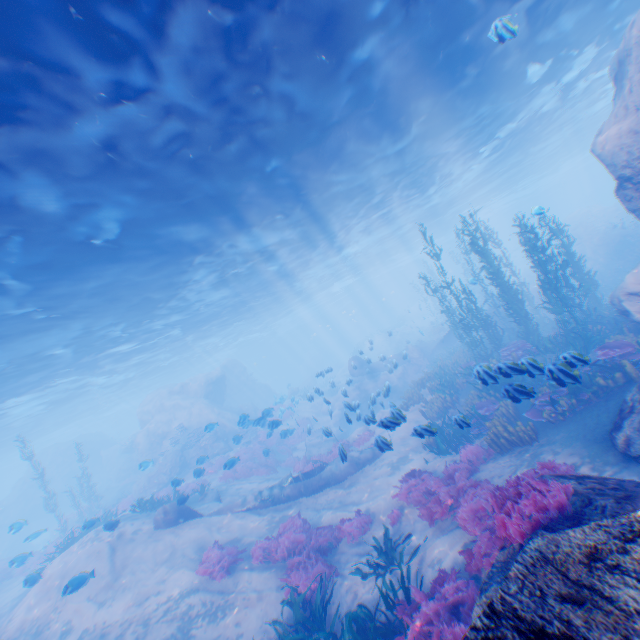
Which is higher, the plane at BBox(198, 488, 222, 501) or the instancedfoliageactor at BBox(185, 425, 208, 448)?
the instancedfoliageactor at BBox(185, 425, 208, 448)

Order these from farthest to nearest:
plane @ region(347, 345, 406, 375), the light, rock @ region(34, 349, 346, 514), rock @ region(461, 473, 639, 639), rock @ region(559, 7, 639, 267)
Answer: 1. rock @ region(34, 349, 346, 514)
2. plane @ region(347, 345, 406, 375)
3. rock @ region(559, 7, 639, 267)
4. the light
5. rock @ region(461, 473, 639, 639)

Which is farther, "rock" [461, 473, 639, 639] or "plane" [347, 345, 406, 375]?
"plane" [347, 345, 406, 375]

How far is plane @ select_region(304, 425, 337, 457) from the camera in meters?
13.1

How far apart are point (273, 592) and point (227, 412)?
21.4 meters

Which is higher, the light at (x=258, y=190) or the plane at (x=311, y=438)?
the light at (x=258, y=190)

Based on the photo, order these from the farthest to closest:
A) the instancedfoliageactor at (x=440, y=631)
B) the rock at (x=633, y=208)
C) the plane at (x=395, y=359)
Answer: the plane at (x=395, y=359) < the rock at (x=633, y=208) < the instancedfoliageactor at (x=440, y=631)

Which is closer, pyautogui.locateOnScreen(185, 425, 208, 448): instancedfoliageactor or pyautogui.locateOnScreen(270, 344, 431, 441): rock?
pyautogui.locateOnScreen(270, 344, 431, 441): rock
